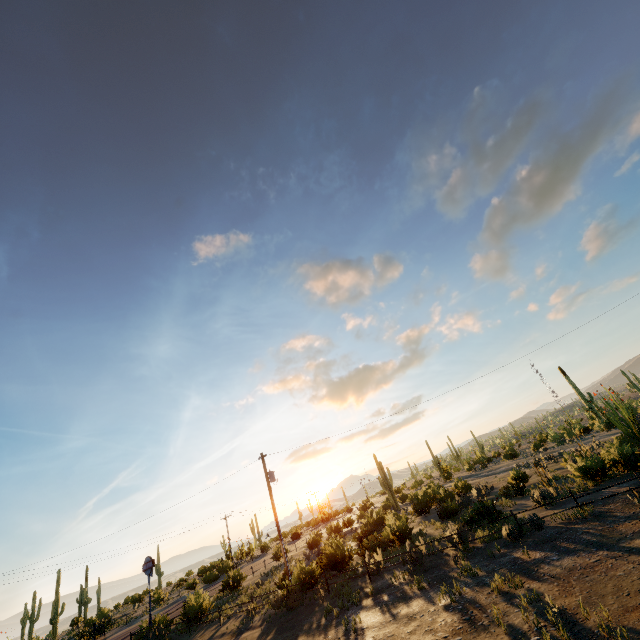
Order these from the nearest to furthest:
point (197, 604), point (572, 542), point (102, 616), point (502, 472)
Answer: point (572, 542) < point (197, 604) < point (502, 472) < point (102, 616)

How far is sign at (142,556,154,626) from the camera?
22.28m

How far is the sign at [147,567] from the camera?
22.3 meters
